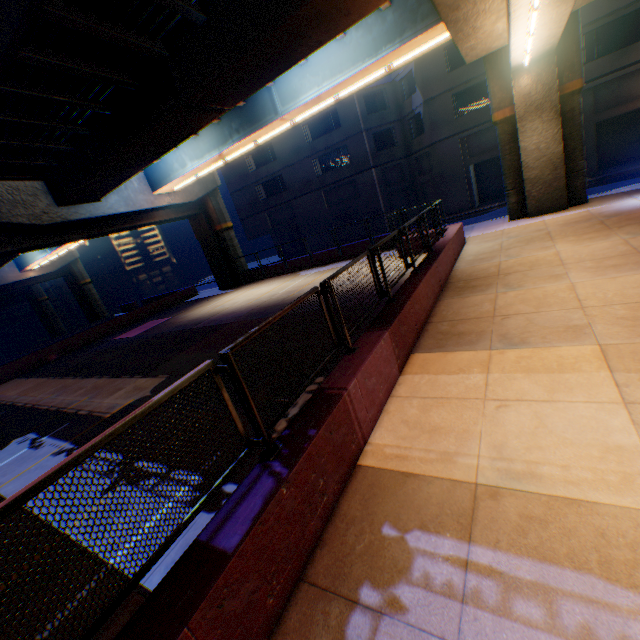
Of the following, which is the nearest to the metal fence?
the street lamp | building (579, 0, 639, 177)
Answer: the street lamp

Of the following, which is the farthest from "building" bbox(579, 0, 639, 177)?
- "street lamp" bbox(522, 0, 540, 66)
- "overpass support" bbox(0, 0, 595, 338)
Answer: "street lamp" bbox(522, 0, 540, 66)

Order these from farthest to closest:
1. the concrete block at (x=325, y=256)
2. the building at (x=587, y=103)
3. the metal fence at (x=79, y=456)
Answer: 1. the concrete block at (x=325, y=256)
2. the building at (x=587, y=103)
3. the metal fence at (x=79, y=456)

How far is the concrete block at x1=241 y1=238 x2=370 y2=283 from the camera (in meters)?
20.59

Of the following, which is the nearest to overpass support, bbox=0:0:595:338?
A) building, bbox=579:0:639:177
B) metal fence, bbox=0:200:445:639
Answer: metal fence, bbox=0:200:445:639

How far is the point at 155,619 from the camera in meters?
2.3 m

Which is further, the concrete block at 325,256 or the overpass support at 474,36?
the concrete block at 325,256

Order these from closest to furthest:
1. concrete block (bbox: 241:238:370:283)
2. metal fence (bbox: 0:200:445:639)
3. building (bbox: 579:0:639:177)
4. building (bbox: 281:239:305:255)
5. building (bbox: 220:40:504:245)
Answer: metal fence (bbox: 0:200:445:639), building (bbox: 579:0:639:177), concrete block (bbox: 241:238:370:283), building (bbox: 220:40:504:245), building (bbox: 281:239:305:255)
